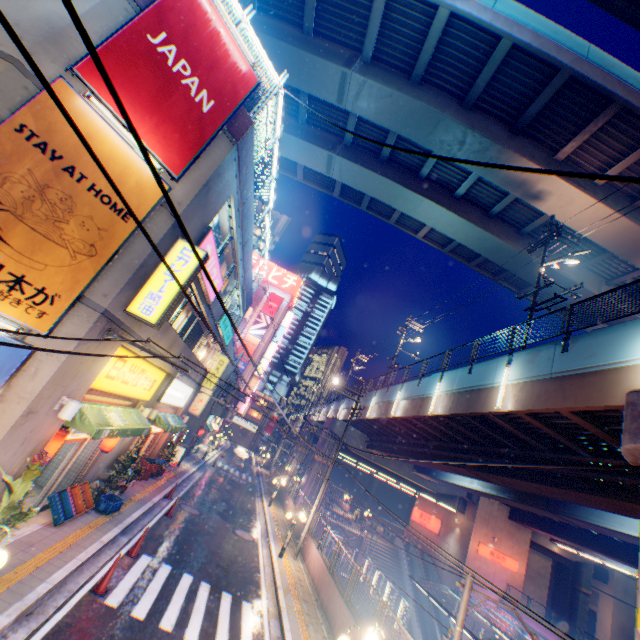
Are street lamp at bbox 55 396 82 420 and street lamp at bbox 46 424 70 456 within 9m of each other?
yes

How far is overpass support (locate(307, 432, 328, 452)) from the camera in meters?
32.9

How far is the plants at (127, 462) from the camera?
12.59m

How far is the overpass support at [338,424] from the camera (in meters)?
33.09

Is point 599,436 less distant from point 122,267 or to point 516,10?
point 122,267

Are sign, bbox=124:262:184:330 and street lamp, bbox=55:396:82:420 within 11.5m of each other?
yes

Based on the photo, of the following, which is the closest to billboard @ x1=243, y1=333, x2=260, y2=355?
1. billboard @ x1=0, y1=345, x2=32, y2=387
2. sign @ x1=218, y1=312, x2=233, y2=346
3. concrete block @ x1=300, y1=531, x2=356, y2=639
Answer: concrete block @ x1=300, y1=531, x2=356, y2=639

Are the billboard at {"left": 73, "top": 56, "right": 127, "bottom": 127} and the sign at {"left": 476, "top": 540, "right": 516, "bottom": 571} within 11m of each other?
no
